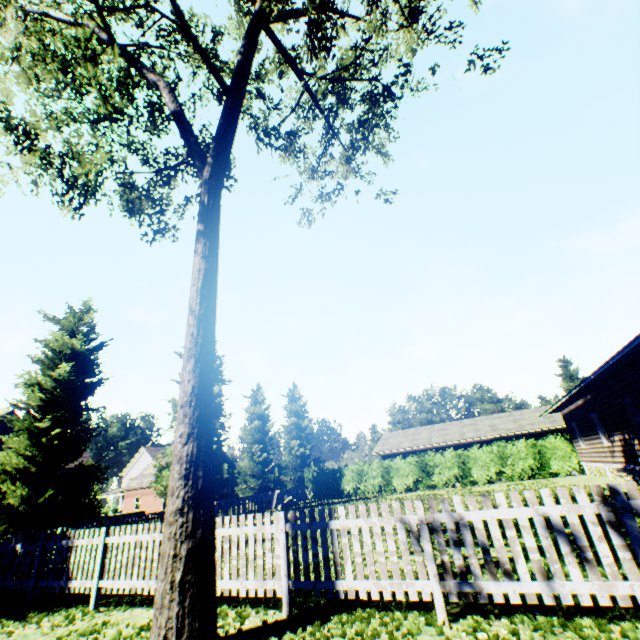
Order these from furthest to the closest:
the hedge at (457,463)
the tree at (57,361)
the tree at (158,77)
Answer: the hedge at (457,463), the tree at (57,361), the tree at (158,77)

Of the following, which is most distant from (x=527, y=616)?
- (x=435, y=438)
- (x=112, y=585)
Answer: (x=435, y=438)

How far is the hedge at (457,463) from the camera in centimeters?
2418cm

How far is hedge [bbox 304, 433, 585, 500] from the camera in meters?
24.2 m

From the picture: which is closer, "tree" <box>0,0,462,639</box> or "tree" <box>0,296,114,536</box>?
"tree" <box>0,0,462,639</box>

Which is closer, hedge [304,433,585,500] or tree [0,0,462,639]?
tree [0,0,462,639]

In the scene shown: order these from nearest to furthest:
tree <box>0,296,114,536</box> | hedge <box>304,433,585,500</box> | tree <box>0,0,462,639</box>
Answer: tree <box>0,0,462,639</box> → tree <box>0,296,114,536</box> → hedge <box>304,433,585,500</box>
